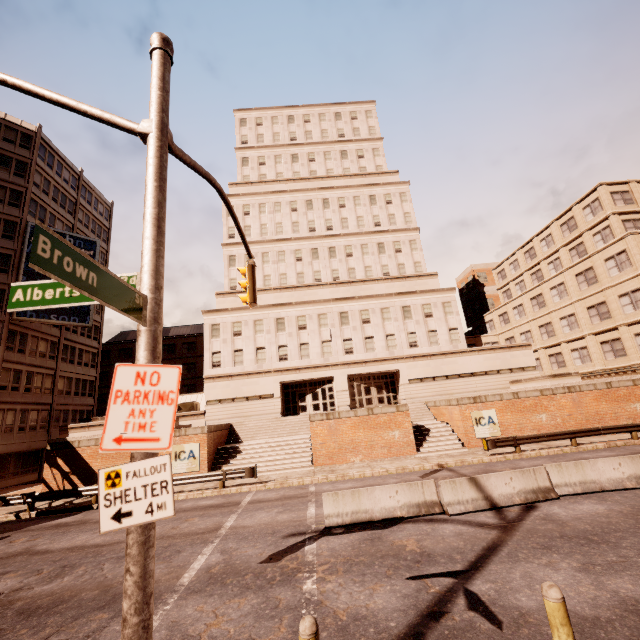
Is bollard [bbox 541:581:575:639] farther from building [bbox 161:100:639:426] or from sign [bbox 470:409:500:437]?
building [bbox 161:100:639:426]

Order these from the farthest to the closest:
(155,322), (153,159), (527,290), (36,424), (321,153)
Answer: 1. (321,153)
2. (527,290)
3. (36,424)
4. (153,159)
5. (155,322)

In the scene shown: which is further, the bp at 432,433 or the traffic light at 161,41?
the bp at 432,433

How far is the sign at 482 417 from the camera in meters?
22.0 m

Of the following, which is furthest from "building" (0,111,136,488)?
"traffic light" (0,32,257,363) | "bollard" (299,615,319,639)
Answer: "bollard" (299,615,319,639)

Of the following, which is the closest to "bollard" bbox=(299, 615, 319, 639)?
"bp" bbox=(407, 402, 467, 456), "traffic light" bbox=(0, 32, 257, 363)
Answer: "traffic light" bbox=(0, 32, 257, 363)

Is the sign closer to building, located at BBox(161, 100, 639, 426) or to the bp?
the bp

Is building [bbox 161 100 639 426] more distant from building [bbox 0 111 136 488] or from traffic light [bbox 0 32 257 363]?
traffic light [bbox 0 32 257 363]
